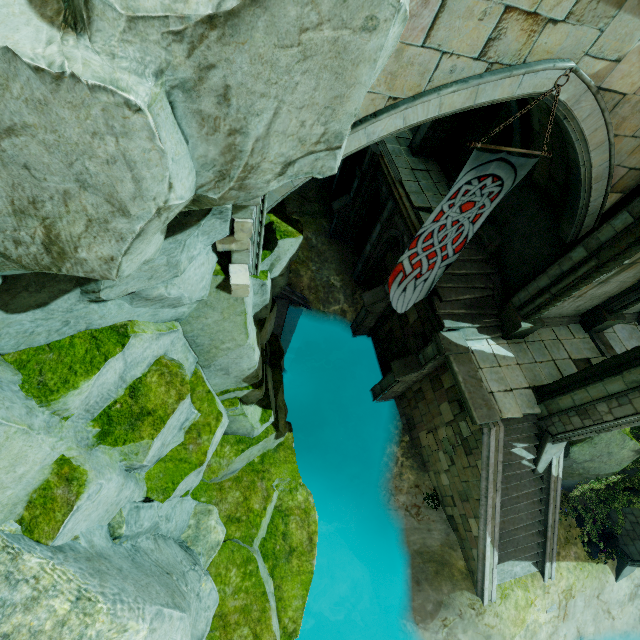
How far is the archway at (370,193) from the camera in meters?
13.9 m

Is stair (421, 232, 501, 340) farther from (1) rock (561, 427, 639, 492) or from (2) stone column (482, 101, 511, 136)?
(1) rock (561, 427, 639, 492)

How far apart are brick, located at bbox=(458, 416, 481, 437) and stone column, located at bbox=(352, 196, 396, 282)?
8.0m

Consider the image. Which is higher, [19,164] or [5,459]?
[19,164]

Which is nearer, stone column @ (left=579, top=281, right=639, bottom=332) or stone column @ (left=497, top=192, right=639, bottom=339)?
stone column @ (left=497, top=192, right=639, bottom=339)

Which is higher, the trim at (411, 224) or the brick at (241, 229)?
the brick at (241, 229)

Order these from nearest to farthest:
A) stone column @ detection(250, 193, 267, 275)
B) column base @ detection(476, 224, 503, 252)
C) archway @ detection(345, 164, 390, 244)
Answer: stone column @ detection(250, 193, 267, 275) < column base @ detection(476, 224, 503, 252) < archway @ detection(345, 164, 390, 244)

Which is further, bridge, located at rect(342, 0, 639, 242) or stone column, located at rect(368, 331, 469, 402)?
stone column, located at rect(368, 331, 469, 402)
